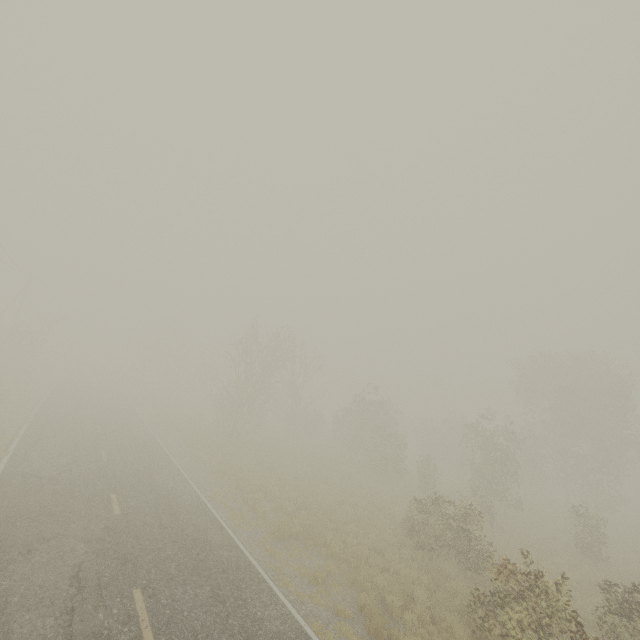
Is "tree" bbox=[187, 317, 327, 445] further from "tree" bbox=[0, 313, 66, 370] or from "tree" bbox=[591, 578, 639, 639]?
"tree" bbox=[591, 578, 639, 639]

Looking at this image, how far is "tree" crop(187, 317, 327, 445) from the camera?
27.9m

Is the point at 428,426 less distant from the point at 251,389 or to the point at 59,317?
the point at 251,389

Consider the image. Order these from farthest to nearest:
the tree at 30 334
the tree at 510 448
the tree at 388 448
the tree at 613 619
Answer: the tree at 30 334
the tree at 388 448
the tree at 613 619
the tree at 510 448

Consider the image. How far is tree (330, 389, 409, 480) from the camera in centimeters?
2770cm

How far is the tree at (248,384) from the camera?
27.9m

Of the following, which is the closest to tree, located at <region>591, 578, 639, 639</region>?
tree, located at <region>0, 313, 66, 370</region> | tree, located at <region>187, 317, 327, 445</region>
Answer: tree, located at <region>187, 317, 327, 445</region>
